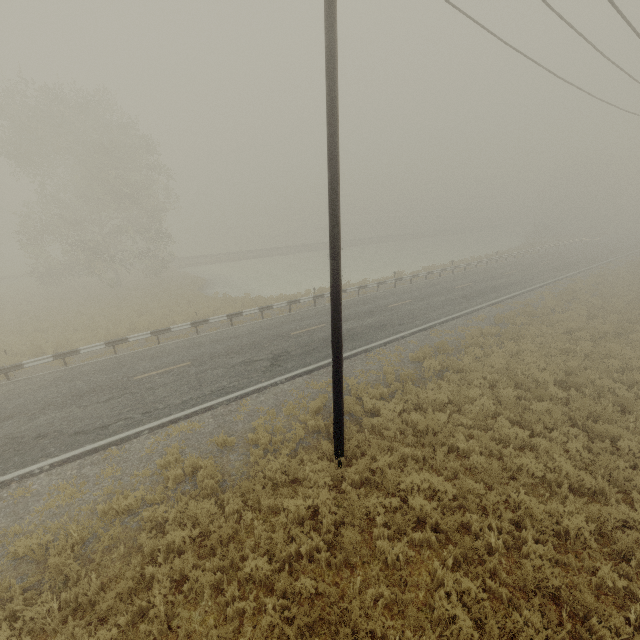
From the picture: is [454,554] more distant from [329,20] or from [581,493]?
[329,20]

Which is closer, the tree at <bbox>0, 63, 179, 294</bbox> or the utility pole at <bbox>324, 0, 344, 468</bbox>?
the utility pole at <bbox>324, 0, 344, 468</bbox>

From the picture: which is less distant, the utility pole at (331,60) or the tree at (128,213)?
the utility pole at (331,60)
